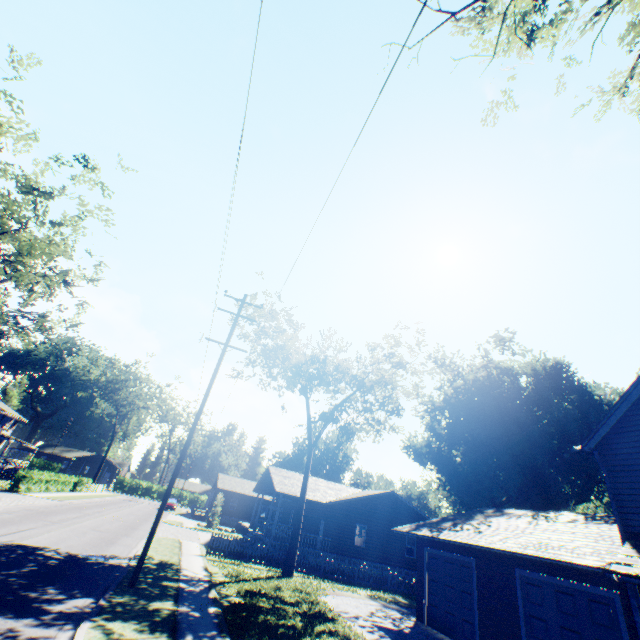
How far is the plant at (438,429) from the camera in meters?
35.3 m

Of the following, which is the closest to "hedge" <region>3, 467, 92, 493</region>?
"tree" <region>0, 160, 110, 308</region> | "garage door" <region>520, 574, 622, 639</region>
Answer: "tree" <region>0, 160, 110, 308</region>

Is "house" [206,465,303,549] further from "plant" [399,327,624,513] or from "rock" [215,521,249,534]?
"plant" [399,327,624,513]

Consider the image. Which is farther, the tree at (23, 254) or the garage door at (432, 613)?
the tree at (23, 254)

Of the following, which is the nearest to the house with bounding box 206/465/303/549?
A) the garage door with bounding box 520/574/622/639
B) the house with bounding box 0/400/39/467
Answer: the garage door with bounding box 520/574/622/639

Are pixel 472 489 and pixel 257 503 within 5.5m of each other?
no

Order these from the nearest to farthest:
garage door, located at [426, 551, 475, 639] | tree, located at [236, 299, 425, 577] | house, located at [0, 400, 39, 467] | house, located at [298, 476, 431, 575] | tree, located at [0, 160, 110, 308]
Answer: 1. garage door, located at [426, 551, 475, 639]
2. tree, located at [0, 160, 110, 308]
3. tree, located at [236, 299, 425, 577]
4. house, located at [298, 476, 431, 575]
5. house, located at [0, 400, 39, 467]

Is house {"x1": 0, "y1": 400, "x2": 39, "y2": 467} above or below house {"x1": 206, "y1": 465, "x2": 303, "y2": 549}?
above
